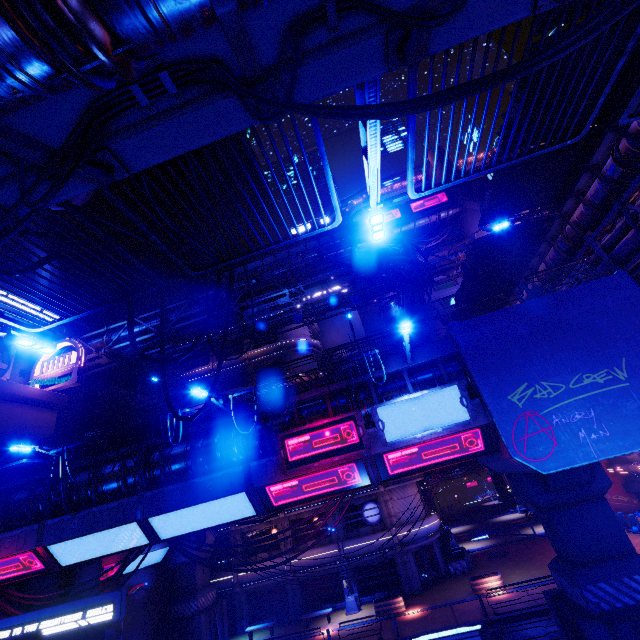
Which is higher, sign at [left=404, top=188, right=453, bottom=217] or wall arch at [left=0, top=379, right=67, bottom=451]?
sign at [left=404, top=188, right=453, bottom=217]

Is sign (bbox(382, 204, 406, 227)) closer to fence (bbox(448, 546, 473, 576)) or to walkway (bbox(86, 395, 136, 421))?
walkway (bbox(86, 395, 136, 421))

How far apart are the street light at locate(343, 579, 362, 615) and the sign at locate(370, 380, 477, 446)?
20.9m

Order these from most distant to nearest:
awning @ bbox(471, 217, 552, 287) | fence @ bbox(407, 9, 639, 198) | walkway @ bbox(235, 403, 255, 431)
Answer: awning @ bbox(471, 217, 552, 287)
walkway @ bbox(235, 403, 255, 431)
fence @ bbox(407, 9, 639, 198)

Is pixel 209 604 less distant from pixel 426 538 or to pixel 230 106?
pixel 426 538

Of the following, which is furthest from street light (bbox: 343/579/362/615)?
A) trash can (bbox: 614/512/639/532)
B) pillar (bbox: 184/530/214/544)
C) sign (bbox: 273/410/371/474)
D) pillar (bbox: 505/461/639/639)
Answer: trash can (bbox: 614/512/639/532)

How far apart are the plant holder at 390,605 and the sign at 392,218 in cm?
4558

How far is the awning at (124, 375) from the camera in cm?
2978
